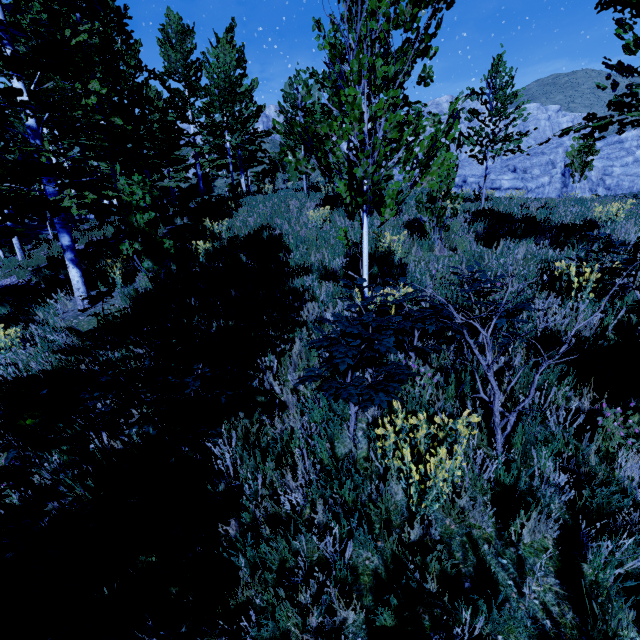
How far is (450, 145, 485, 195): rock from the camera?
42.0m

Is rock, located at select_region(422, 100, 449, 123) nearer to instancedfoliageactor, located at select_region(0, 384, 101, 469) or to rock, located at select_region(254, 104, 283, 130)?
rock, located at select_region(254, 104, 283, 130)

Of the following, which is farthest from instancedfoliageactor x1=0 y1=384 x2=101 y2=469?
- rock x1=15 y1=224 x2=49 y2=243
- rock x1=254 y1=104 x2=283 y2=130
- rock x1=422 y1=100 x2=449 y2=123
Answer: rock x1=254 y1=104 x2=283 y2=130

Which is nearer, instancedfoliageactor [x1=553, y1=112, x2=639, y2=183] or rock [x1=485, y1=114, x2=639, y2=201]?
instancedfoliageactor [x1=553, y1=112, x2=639, y2=183]

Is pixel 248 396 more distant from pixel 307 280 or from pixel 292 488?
pixel 307 280

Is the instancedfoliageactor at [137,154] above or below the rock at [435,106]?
below

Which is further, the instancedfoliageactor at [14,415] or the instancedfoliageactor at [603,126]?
the instancedfoliageactor at [603,126]

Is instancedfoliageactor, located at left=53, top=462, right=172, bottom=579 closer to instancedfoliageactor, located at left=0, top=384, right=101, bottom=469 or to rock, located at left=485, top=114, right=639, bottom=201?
instancedfoliageactor, located at left=0, top=384, right=101, bottom=469
